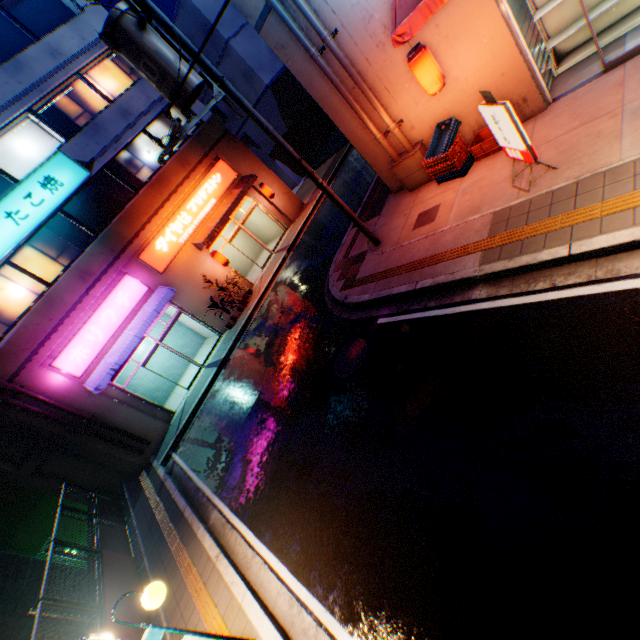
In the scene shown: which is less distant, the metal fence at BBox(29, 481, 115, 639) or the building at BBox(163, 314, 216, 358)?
the metal fence at BBox(29, 481, 115, 639)

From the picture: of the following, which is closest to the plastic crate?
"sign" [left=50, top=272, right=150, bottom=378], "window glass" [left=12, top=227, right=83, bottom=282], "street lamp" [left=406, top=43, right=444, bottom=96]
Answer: "street lamp" [left=406, top=43, right=444, bottom=96]

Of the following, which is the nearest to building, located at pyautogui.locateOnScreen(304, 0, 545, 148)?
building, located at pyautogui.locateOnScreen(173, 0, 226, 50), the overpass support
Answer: building, located at pyautogui.locateOnScreen(173, 0, 226, 50)

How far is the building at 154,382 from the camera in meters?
16.6

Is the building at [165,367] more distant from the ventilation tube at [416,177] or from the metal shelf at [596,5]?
the metal shelf at [596,5]

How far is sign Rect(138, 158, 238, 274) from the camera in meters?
14.8

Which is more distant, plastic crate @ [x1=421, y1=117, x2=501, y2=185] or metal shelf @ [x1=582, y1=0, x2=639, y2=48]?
plastic crate @ [x1=421, y1=117, x2=501, y2=185]

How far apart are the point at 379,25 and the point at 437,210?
4.2m
